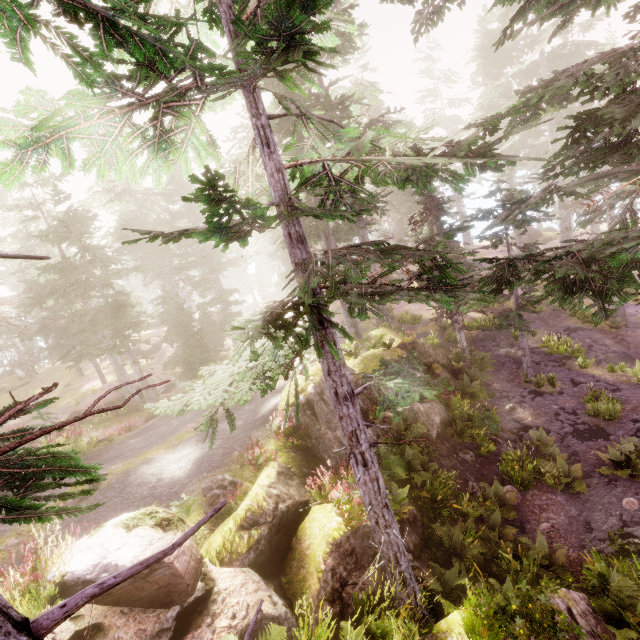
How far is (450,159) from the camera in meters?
5.5

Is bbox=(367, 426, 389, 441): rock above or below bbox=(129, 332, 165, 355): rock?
below

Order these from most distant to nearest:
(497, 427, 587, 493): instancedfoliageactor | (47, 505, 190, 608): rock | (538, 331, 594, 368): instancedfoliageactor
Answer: (538, 331, 594, 368): instancedfoliageactor → (497, 427, 587, 493): instancedfoliageactor → (47, 505, 190, 608): rock

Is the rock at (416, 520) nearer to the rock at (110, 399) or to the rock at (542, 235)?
the rock at (110, 399)

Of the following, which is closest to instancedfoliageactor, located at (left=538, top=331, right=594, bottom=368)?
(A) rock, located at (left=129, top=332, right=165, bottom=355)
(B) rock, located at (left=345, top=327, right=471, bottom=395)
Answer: (B) rock, located at (left=345, top=327, right=471, bottom=395)

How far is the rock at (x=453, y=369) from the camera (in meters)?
14.78

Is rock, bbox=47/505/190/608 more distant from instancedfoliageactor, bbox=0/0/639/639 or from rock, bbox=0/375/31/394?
rock, bbox=0/375/31/394

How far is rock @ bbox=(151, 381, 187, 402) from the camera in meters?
18.6
